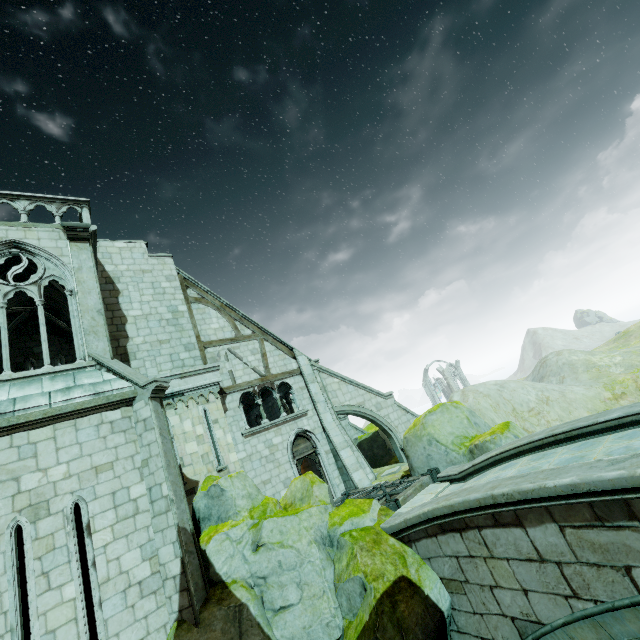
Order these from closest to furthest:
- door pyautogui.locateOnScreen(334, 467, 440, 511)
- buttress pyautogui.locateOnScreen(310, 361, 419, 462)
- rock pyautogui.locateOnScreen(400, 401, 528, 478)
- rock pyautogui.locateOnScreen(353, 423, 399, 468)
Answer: door pyautogui.locateOnScreen(334, 467, 440, 511) < rock pyautogui.locateOnScreen(400, 401, 528, 478) < buttress pyautogui.locateOnScreen(310, 361, 419, 462) < rock pyautogui.locateOnScreen(353, 423, 399, 468)

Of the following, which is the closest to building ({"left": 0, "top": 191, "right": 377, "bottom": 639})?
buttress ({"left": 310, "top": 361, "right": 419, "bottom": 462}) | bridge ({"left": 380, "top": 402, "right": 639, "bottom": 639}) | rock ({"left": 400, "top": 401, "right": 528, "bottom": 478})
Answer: buttress ({"left": 310, "top": 361, "right": 419, "bottom": 462})

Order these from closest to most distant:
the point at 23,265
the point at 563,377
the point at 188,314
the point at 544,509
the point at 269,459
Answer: the point at 544,509
the point at 23,265
the point at 269,459
the point at 188,314
the point at 563,377

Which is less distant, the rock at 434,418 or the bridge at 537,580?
the bridge at 537,580

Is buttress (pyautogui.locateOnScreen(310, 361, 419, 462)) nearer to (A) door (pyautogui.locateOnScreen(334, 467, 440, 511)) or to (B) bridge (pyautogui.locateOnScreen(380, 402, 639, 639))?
(A) door (pyautogui.locateOnScreen(334, 467, 440, 511))

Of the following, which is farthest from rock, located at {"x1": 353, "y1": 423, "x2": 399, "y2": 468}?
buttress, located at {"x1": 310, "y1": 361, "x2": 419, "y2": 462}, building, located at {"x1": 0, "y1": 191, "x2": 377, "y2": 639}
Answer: building, located at {"x1": 0, "y1": 191, "x2": 377, "y2": 639}

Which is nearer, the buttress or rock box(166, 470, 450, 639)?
rock box(166, 470, 450, 639)
